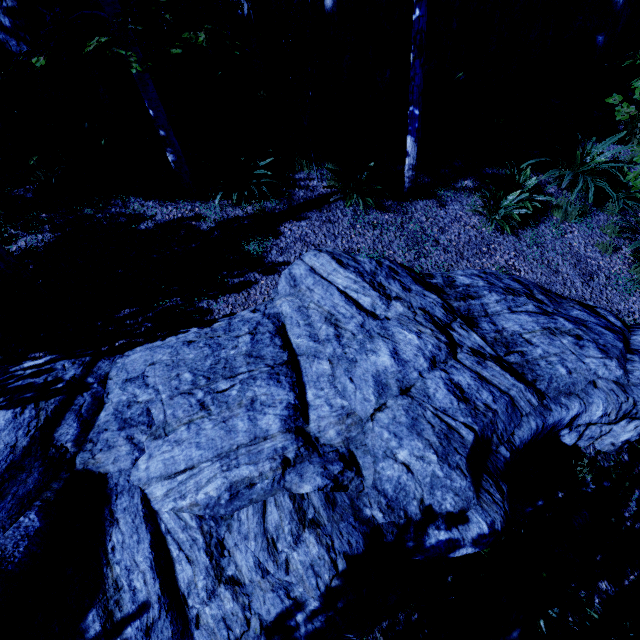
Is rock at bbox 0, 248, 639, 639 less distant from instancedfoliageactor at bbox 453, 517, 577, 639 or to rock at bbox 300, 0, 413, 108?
instancedfoliageactor at bbox 453, 517, 577, 639

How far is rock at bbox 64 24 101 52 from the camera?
5.5m

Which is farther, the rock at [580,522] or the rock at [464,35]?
the rock at [464,35]

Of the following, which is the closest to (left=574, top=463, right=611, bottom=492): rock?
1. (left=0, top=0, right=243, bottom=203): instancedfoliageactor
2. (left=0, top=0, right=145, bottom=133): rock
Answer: (left=0, top=0, right=243, bottom=203): instancedfoliageactor

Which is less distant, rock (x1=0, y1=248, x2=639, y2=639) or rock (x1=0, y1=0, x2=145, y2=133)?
rock (x1=0, y1=248, x2=639, y2=639)

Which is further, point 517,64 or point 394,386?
point 517,64

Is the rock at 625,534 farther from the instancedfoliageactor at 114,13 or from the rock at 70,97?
the rock at 70,97
